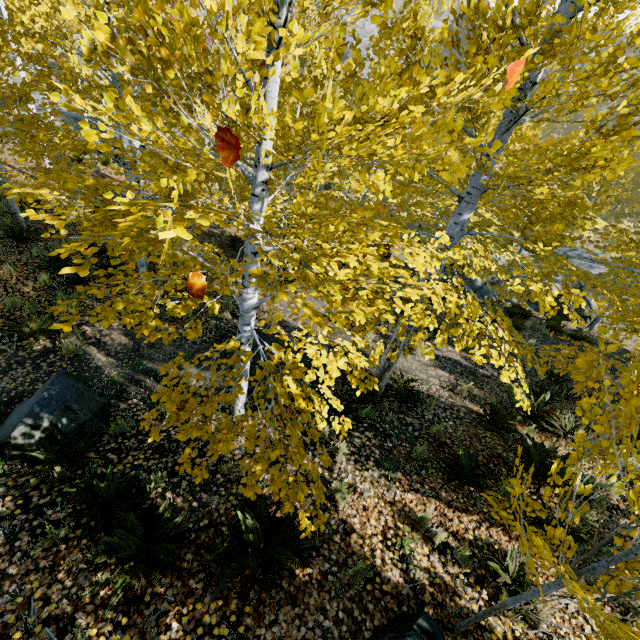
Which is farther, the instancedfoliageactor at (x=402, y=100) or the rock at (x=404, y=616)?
the rock at (x=404, y=616)

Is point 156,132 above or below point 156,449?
above

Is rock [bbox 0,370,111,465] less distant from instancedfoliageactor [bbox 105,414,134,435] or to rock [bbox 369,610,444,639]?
instancedfoliageactor [bbox 105,414,134,435]

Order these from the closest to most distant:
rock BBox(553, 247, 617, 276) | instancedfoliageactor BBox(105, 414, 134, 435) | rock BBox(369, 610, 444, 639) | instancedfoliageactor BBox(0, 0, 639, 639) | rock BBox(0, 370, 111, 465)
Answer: instancedfoliageactor BBox(0, 0, 639, 639) → rock BBox(369, 610, 444, 639) → rock BBox(0, 370, 111, 465) → instancedfoliageactor BBox(105, 414, 134, 435) → rock BBox(553, 247, 617, 276)

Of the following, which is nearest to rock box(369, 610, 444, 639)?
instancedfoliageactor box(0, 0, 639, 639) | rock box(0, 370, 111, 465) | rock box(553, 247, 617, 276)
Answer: instancedfoliageactor box(0, 0, 639, 639)

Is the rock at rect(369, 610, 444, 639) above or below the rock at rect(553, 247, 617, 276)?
above

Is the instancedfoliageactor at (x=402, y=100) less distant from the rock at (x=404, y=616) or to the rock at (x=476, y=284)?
the rock at (x=476, y=284)

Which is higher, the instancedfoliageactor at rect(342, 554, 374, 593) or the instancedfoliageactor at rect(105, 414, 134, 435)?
the instancedfoliageactor at rect(342, 554, 374, 593)
